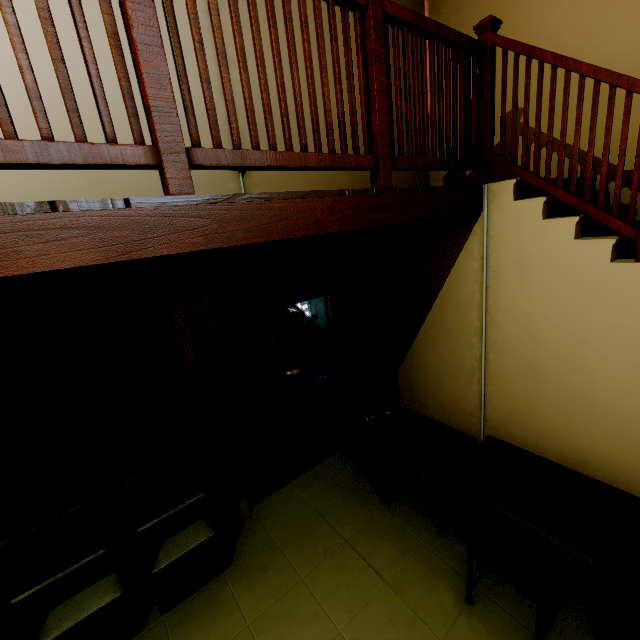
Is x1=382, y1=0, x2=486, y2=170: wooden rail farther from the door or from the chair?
the chair

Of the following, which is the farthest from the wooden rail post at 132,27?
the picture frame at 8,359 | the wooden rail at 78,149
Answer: the picture frame at 8,359

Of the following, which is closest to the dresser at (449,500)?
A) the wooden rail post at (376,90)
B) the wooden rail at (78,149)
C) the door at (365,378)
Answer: the door at (365,378)

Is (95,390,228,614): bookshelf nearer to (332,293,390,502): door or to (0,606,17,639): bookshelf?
(0,606,17,639): bookshelf

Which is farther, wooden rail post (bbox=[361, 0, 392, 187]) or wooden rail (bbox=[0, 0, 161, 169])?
wooden rail post (bbox=[361, 0, 392, 187])

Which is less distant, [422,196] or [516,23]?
[422,196]

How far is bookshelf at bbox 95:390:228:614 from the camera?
2.3 meters

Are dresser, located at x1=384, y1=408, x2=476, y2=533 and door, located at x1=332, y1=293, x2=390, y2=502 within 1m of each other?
yes
